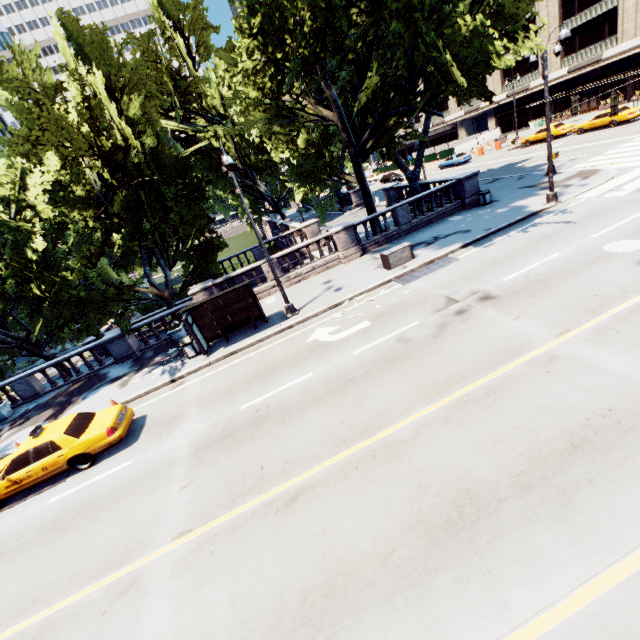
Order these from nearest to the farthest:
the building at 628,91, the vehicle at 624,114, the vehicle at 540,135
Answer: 1. the vehicle at 624,114
2. the vehicle at 540,135
3. the building at 628,91

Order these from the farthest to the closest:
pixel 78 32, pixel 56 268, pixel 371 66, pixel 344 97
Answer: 1. pixel 344 97
2. pixel 371 66
3. pixel 56 268
4. pixel 78 32

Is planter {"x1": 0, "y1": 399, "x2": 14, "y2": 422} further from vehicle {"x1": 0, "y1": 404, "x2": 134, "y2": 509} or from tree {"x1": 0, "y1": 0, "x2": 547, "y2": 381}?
vehicle {"x1": 0, "y1": 404, "x2": 134, "y2": 509}

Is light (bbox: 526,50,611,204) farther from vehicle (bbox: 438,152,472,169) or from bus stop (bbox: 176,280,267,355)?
bus stop (bbox: 176,280,267,355)

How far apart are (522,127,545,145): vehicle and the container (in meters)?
30.63

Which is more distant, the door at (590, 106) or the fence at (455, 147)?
the fence at (455, 147)

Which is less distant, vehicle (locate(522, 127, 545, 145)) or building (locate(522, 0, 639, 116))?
vehicle (locate(522, 127, 545, 145))

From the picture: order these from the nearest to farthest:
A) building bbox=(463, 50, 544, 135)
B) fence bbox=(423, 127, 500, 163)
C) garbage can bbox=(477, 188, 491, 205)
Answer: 1. garbage can bbox=(477, 188, 491, 205)
2. fence bbox=(423, 127, 500, 163)
3. building bbox=(463, 50, 544, 135)
